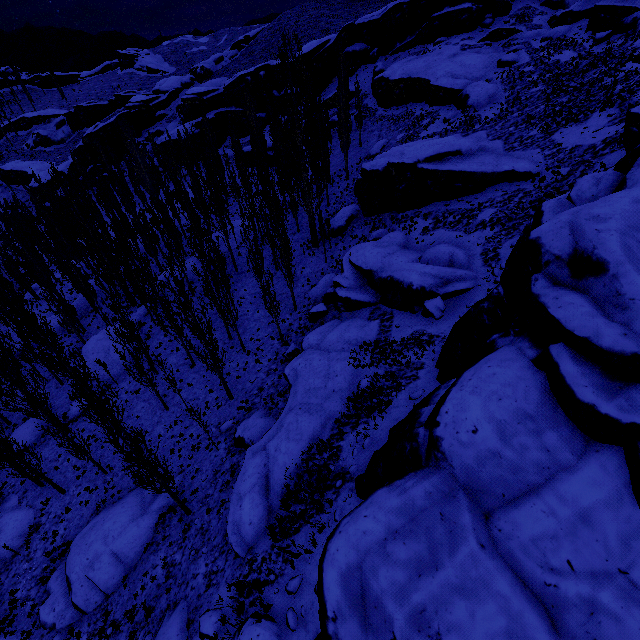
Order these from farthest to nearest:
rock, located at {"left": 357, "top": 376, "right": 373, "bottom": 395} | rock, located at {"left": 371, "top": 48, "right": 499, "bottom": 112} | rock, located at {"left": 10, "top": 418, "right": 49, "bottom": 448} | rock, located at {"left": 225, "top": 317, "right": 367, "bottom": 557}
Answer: rock, located at {"left": 371, "top": 48, "right": 499, "bottom": 112}, rock, located at {"left": 10, "top": 418, "right": 49, "bottom": 448}, rock, located at {"left": 357, "top": 376, "right": 373, "bottom": 395}, rock, located at {"left": 225, "top": 317, "right": 367, "bottom": 557}

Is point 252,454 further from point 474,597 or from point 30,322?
point 30,322

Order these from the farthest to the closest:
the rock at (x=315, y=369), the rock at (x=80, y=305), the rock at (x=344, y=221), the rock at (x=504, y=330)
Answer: the rock at (x=80, y=305) < the rock at (x=344, y=221) < the rock at (x=315, y=369) < the rock at (x=504, y=330)

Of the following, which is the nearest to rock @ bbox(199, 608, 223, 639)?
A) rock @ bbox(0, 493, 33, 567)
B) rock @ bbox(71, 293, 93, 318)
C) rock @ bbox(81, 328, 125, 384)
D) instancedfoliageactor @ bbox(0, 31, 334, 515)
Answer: instancedfoliageactor @ bbox(0, 31, 334, 515)

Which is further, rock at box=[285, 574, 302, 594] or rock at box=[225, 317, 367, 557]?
rock at box=[225, 317, 367, 557]

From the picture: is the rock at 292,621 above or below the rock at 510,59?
below

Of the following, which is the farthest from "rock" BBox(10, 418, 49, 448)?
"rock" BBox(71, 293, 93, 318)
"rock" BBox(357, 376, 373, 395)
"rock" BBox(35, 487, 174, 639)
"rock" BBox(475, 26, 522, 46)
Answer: "rock" BBox(475, 26, 522, 46)
